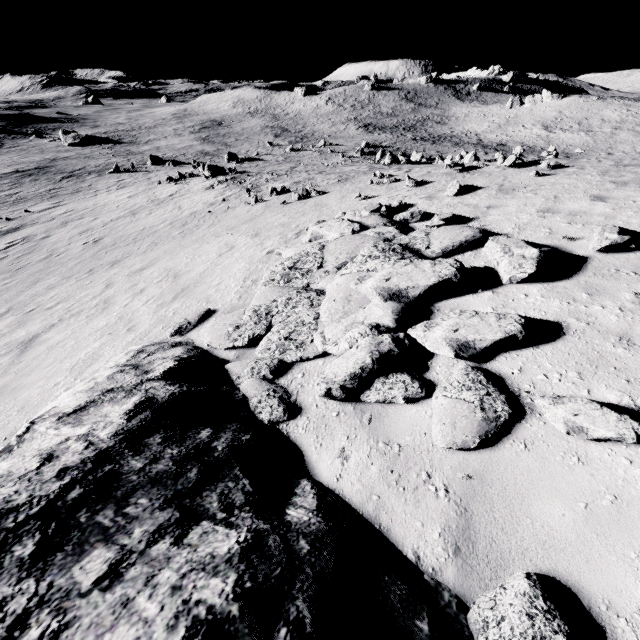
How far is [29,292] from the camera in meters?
11.9 m

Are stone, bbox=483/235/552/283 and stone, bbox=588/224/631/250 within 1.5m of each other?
yes

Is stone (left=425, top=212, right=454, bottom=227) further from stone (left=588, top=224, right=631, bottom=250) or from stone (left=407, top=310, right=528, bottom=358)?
stone (left=588, top=224, right=631, bottom=250)

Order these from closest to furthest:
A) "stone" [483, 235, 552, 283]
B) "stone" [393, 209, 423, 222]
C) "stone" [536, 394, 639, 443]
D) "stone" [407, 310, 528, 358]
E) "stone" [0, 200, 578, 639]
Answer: "stone" [0, 200, 578, 639] → "stone" [536, 394, 639, 443] → "stone" [407, 310, 528, 358] → "stone" [483, 235, 552, 283] → "stone" [393, 209, 423, 222]

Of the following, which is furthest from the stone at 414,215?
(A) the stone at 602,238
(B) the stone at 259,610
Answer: (A) the stone at 602,238

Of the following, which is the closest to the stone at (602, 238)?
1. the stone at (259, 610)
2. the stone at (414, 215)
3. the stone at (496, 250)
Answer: the stone at (496, 250)

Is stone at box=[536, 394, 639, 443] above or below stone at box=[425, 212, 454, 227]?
above

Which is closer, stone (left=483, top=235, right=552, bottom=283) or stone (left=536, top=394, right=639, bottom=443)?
stone (left=536, top=394, right=639, bottom=443)
